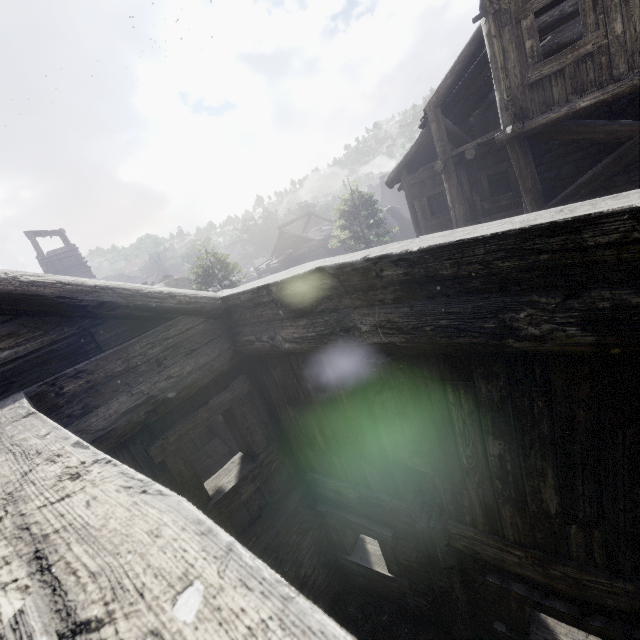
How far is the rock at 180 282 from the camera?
27.8m

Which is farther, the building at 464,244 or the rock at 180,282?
the rock at 180,282

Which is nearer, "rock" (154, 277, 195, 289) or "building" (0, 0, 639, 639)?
"building" (0, 0, 639, 639)

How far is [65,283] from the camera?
2.7 meters

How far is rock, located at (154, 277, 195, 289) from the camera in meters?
27.8
